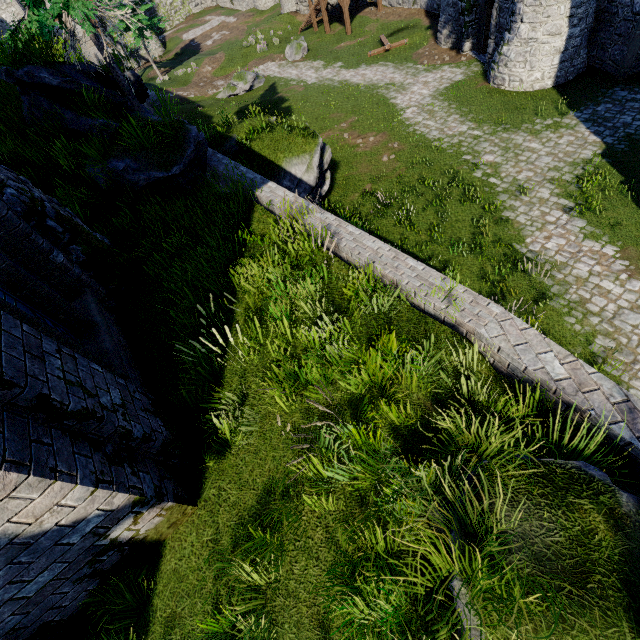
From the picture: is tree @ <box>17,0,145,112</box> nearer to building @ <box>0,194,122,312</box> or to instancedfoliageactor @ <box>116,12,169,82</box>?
building @ <box>0,194,122,312</box>

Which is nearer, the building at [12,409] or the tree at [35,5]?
the building at [12,409]

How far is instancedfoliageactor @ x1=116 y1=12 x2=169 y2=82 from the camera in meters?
30.5

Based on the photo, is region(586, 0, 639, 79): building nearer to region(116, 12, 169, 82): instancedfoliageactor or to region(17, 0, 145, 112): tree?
region(17, 0, 145, 112): tree

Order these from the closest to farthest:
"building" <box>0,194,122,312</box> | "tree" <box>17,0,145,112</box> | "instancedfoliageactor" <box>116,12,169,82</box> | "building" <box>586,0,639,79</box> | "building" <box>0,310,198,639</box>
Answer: "building" <box>0,310,198,639</box> < "building" <box>0,194,122,312</box> < "tree" <box>17,0,145,112</box> < "building" <box>586,0,639,79</box> < "instancedfoliageactor" <box>116,12,169,82</box>

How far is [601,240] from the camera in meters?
10.2

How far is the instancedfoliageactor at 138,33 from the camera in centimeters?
3045cm

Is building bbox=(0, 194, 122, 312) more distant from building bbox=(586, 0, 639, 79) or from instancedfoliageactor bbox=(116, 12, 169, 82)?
instancedfoliageactor bbox=(116, 12, 169, 82)
